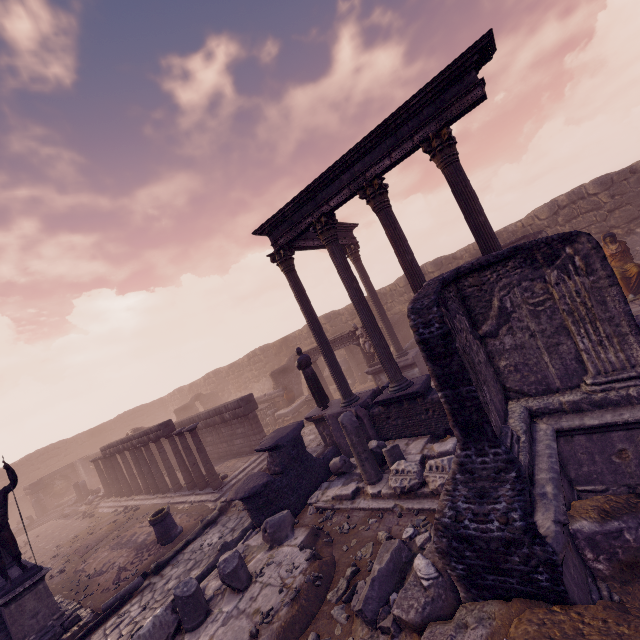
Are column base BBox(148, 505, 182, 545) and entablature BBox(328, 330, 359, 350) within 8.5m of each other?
no

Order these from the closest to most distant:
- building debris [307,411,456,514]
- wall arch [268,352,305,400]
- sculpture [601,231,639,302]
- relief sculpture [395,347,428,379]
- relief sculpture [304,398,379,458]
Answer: building debris [307,411,456,514] < relief sculpture [304,398,379,458] < sculpture [601,231,639,302] < relief sculpture [395,347,428,379] < wall arch [268,352,305,400]

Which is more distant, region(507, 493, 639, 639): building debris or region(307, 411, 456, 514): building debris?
region(307, 411, 456, 514): building debris

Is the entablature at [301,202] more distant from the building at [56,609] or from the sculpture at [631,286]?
the building at [56,609]

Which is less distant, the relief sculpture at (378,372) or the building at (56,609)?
the building at (56,609)

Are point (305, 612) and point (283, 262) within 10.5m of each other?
yes

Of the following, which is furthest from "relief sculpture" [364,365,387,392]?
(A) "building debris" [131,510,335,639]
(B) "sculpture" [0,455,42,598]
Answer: (B) "sculpture" [0,455,42,598]

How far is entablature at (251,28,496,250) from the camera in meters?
6.7 m
